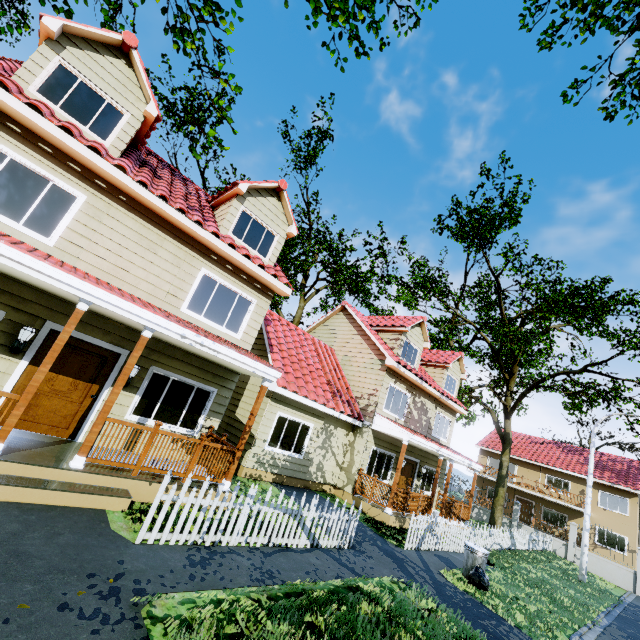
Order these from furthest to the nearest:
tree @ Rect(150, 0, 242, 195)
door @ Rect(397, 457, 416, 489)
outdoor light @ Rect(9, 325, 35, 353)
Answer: door @ Rect(397, 457, 416, 489) < tree @ Rect(150, 0, 242, 195) < outdoor light @ Rect(9, 325, 35, 353)

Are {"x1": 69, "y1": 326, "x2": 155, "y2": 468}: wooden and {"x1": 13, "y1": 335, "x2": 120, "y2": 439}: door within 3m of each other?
yes

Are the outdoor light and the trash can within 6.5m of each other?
no

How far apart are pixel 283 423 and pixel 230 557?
6.6 meters

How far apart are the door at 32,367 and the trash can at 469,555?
10.9 meters

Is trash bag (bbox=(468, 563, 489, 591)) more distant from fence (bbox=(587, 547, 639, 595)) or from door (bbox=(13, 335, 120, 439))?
door (bbox=(13, 335, 120, 439))

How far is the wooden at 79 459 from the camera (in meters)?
5.85

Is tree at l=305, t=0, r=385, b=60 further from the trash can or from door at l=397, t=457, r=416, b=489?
the trash can
